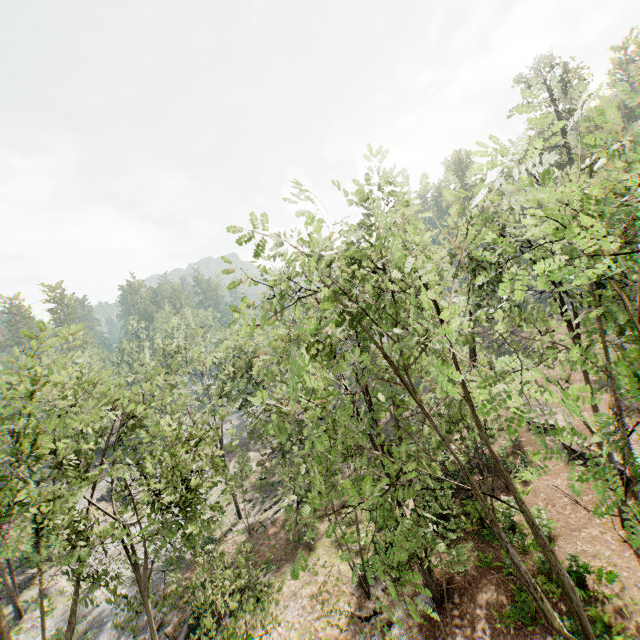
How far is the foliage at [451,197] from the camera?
6.3m

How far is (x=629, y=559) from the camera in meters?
Answer: 15.7 m

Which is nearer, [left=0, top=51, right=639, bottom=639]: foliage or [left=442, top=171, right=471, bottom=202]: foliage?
[left=0, top=51, right=639, bottom=639]: foliage

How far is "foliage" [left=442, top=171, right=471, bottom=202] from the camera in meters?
6.3 m

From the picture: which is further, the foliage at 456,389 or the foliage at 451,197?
the foliage at 451,197
